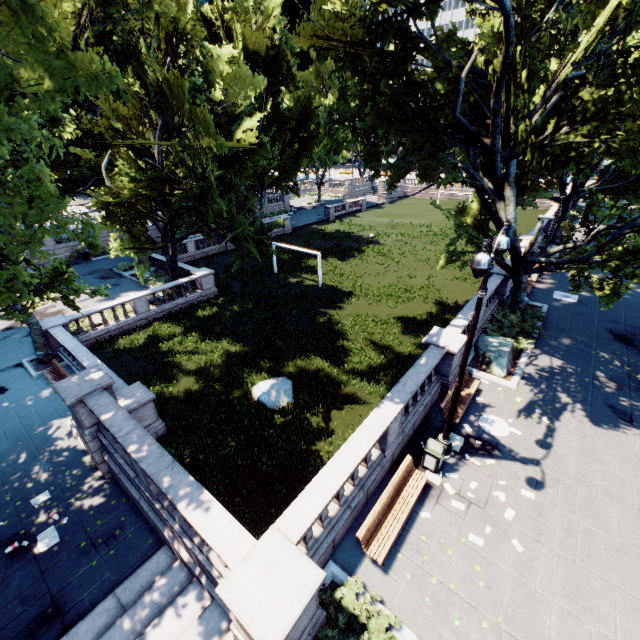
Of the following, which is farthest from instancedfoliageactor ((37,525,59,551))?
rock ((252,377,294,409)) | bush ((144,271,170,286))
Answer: bush ((144,271,170,286))

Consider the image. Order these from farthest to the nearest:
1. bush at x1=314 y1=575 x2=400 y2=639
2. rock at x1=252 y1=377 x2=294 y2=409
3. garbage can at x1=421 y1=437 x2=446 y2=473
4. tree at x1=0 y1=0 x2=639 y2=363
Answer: rock at x1=252 y1=377 x2=294 y2=409, garbage can at x1=421 y1=437 x2=446 y2=473, tree at x1=0 y1=0 x2=639 y2=363, bush at x1=314 y1=575 x2=400 y2=639

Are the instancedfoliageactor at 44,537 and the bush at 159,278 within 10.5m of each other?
no

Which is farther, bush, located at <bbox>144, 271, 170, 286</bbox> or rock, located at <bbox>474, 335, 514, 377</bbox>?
bush, located at <bbox>144, 271, 170, 286</bbox>

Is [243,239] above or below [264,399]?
above

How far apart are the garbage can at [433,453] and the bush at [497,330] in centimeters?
860cm

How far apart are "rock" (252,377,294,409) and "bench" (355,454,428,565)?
7.23m

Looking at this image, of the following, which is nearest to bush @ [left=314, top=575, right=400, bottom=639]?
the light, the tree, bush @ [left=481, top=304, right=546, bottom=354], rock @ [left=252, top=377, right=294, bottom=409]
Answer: the light
